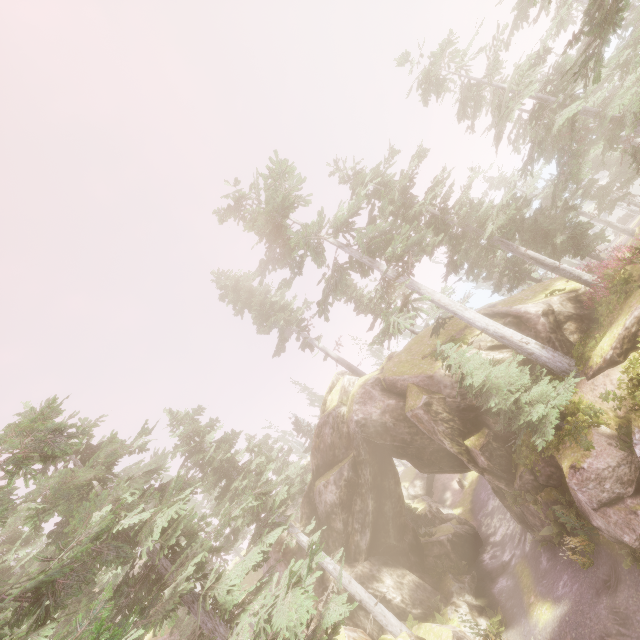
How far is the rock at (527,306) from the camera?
17.31m

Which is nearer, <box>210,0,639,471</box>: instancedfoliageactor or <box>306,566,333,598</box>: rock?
<box>210,0,639,471</box>: instancedfoliageactor

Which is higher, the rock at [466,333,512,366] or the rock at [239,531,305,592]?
the rock at [239,531,305,592]

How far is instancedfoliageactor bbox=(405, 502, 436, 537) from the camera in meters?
27.2 m

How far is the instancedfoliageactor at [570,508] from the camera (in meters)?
14.20

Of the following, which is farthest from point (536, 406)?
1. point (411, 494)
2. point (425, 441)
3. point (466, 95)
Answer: point (411, 494)

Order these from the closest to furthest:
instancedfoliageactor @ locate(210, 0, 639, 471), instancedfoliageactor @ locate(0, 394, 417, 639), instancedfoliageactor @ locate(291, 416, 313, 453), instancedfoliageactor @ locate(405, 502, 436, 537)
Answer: instancedfoliageactor @ locate(0, 394, 417, 639) → instancedfoliageactor @ locate(210, 0, 639, 471) → instancedfoliageactor @ locate(405, 502, 436, 537) → instancedfoliageactor @ locate(291, 416, 313, 453)
